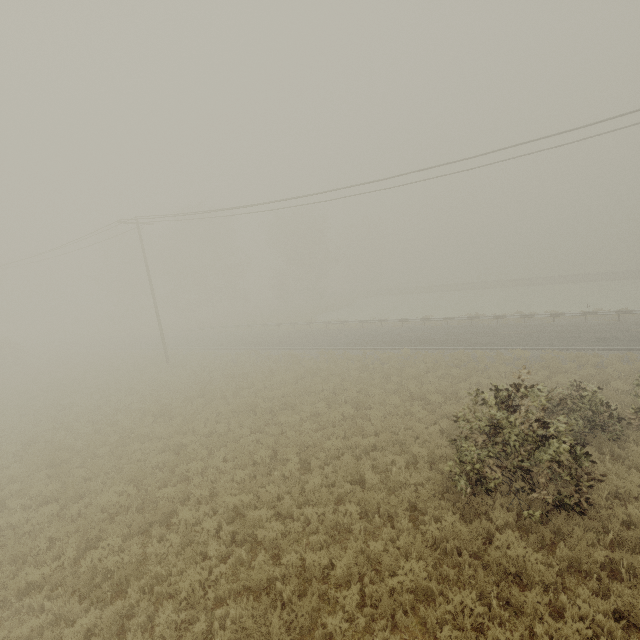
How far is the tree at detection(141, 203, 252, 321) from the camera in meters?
47.8

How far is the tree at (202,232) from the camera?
47.84m

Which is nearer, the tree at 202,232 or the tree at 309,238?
the tree at 202,232

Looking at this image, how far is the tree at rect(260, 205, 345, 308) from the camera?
50.56m

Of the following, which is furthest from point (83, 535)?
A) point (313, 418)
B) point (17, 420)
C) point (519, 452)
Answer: point (17, 420)

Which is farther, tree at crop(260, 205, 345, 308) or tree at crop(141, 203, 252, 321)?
tree at crop(260, 205, 345, 308)
